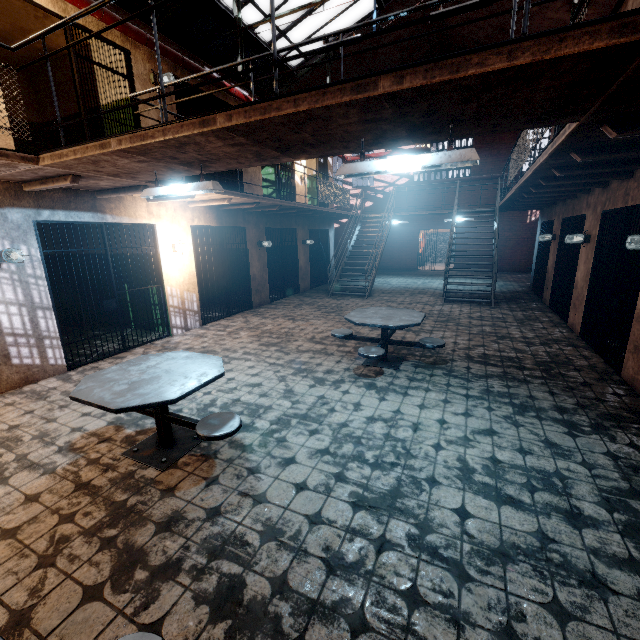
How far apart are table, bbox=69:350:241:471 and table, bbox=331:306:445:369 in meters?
2.0

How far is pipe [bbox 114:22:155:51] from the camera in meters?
5.4

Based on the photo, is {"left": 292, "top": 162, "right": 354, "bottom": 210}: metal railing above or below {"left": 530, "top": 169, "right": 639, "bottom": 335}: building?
above

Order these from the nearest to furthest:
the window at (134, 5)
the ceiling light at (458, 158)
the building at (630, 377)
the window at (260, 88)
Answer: the ceiling light at (458, 158), the building at (630, 377), the window at (134, 5), the window at (260, 88)

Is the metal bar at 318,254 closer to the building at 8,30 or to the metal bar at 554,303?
the building at 8,30

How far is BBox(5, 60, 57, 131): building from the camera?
7.1m

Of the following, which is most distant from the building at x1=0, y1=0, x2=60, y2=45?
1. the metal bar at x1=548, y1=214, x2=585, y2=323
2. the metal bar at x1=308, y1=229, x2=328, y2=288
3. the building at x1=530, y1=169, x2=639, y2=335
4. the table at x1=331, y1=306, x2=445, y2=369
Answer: the metal bar at x1=548, y1=214, x2=585, y2=323

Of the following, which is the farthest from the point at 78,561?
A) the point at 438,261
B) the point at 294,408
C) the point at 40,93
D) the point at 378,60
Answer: the point at 438,261
